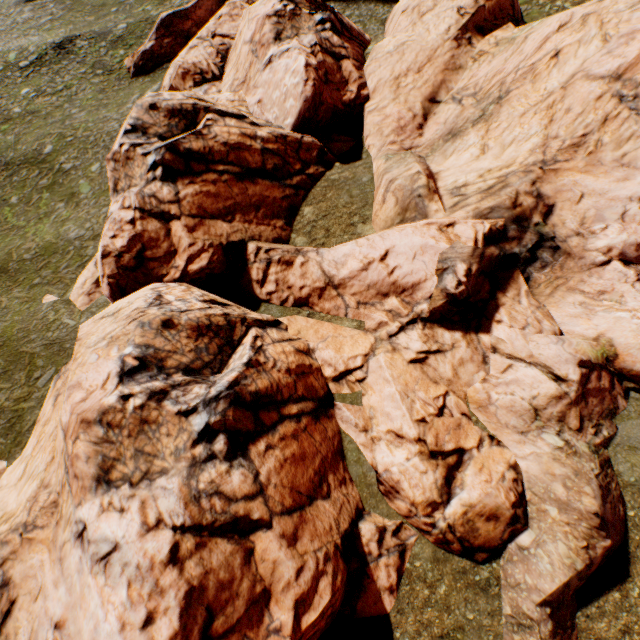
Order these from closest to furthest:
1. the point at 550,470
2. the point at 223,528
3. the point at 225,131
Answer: the point at 223,528, the point at 550,470, the point at 225,131
